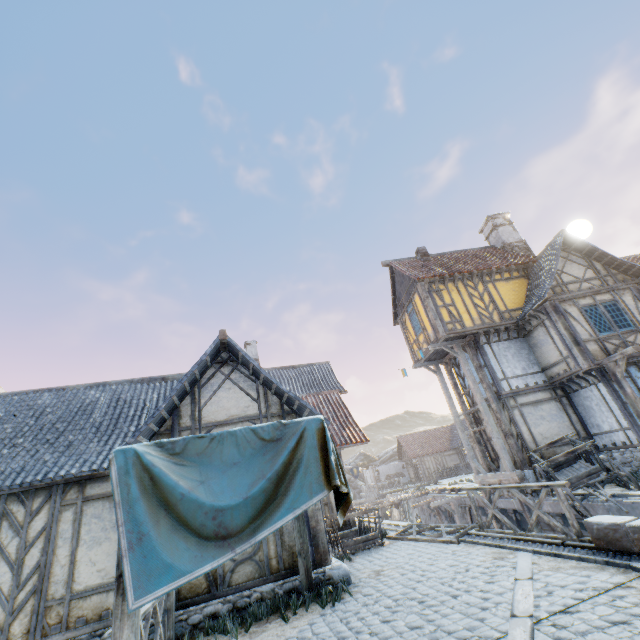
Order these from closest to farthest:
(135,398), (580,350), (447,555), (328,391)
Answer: (447,555) → (135,398) → (580,350) → (328,391)

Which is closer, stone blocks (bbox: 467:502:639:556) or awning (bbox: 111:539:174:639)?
awning (bbox: 111:539:174:639)

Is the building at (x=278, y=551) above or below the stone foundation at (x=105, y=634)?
above

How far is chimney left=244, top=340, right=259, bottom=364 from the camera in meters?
22.9

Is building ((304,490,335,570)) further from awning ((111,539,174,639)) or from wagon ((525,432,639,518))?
wagon ((525,432,639,518))

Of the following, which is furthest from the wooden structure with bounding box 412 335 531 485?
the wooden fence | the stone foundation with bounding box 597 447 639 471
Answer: the wooden fence

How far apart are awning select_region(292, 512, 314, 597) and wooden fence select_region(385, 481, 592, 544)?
4.0 meters

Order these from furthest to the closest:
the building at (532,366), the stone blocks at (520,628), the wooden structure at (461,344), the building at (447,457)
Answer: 1. the building at (447,457)
2. the wooden structure at (461,344)
3. the building at (532,366)
4. the stone blocks at (520,628)
